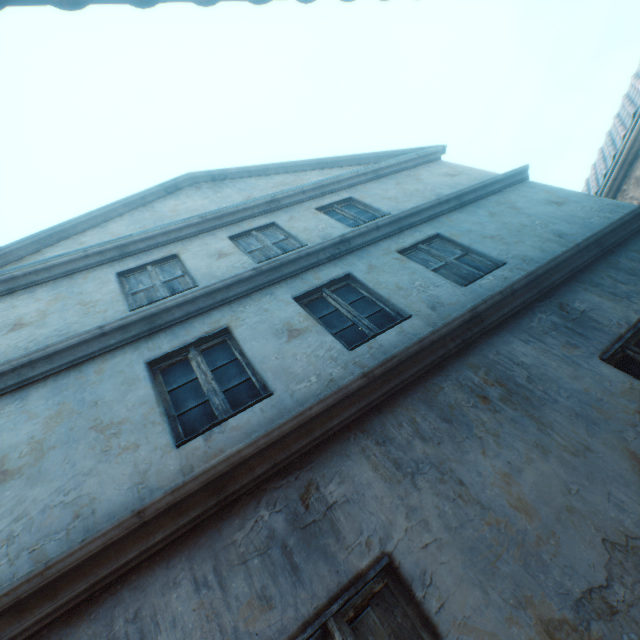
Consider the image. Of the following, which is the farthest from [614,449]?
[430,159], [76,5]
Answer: [430,159]
